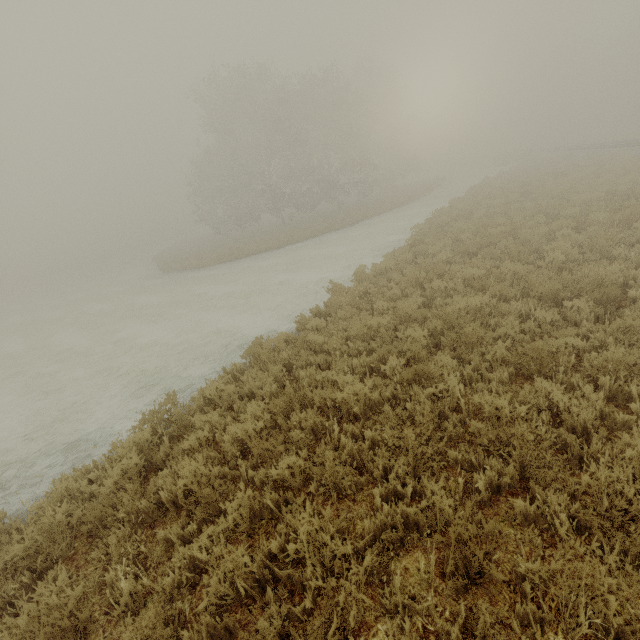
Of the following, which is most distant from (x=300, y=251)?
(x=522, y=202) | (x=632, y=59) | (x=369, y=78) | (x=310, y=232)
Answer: (x=632, y=59)

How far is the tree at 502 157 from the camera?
40.41m

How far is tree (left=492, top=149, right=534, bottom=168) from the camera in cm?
4041
